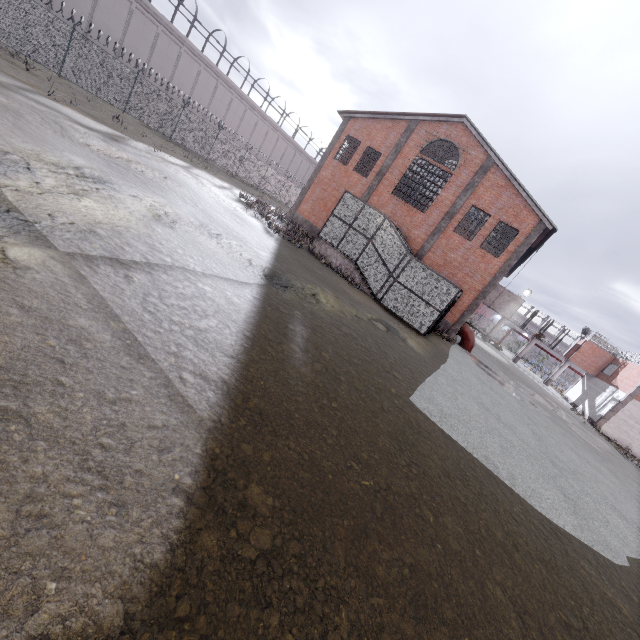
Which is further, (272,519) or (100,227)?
(100,227)
